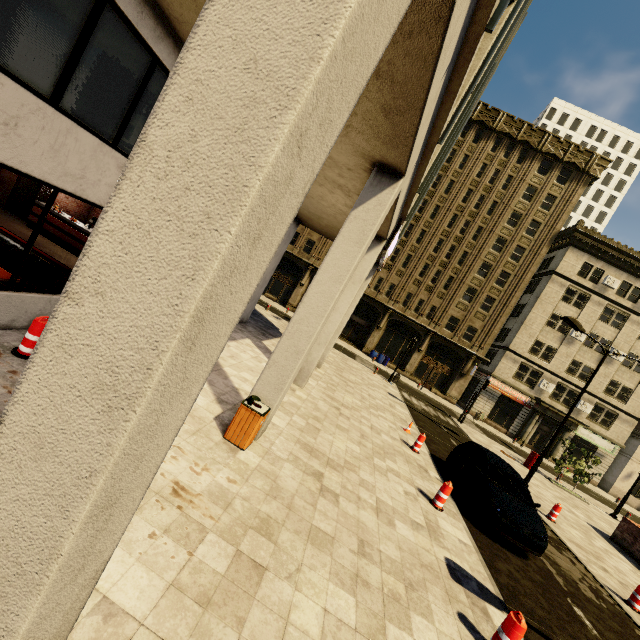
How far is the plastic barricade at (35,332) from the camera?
5.2m

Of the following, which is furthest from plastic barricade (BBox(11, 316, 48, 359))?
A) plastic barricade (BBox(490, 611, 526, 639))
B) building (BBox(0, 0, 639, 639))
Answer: plastic barricade (BBox(490, 611, 526, 639))

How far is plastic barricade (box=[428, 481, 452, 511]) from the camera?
8.0 meters

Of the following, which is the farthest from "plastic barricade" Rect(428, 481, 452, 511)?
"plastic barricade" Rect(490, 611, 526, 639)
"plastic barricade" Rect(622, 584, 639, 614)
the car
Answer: "plastic barricade" Rect(622, 584, 639, 614)

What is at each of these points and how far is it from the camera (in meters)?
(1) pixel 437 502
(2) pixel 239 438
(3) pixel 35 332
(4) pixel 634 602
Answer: (1) plastic barricade, 8.06
(2) trash bin, 6.02
(3) plastic barricade, 5.20
(4) plastic barricade, 8.60

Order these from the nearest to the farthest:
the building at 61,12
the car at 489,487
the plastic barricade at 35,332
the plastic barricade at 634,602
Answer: the building at 61,12, the plastic barricade at 35,332, the car at 489,487, the plastic barricade at 634,602

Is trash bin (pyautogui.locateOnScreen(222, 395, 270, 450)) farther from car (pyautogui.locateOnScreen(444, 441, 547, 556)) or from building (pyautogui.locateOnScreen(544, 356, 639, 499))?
car (pyautogui.locateOnScreen(444, 441, 547, 556))

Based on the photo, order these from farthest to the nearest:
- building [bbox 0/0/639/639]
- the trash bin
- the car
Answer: the car
the trash bin
building [bbox 0/0/639/639]
